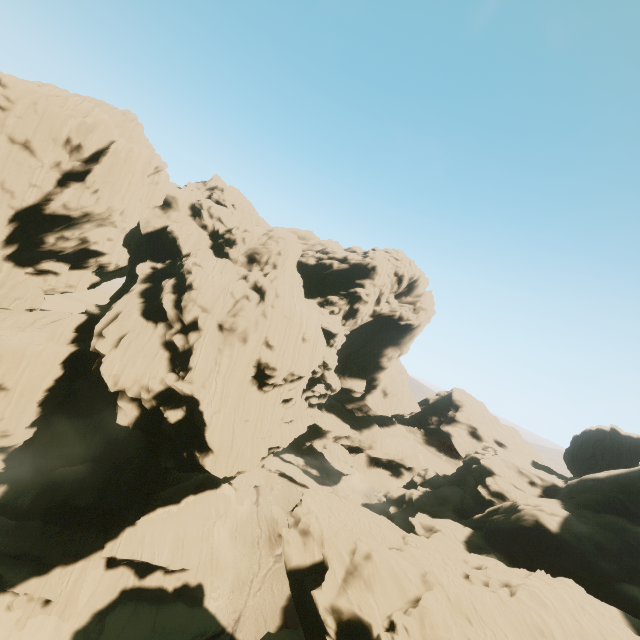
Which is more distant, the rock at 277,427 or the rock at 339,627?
the rock at 277,427

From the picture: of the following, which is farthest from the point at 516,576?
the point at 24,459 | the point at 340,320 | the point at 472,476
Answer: the point at 24,459

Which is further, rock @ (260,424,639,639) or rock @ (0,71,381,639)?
rock @ (0,71,381,639)
